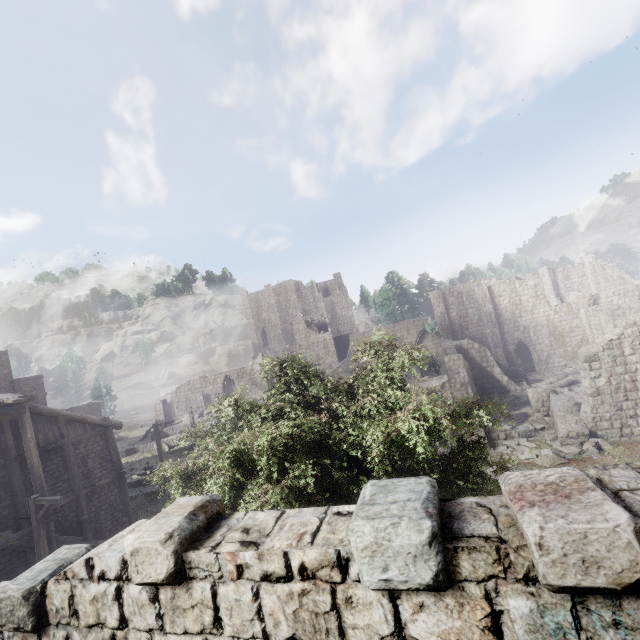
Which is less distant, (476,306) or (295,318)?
(476,306)

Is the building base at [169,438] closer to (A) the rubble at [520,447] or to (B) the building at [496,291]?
(B) the building at [496,291]

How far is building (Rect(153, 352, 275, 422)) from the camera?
42.06m

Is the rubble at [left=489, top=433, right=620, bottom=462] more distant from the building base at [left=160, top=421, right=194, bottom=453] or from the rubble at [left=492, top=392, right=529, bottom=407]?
the building base at [left=160, top=421, right=194, bottom=453]

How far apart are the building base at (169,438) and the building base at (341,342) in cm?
2369

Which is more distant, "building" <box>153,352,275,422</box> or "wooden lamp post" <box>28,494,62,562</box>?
"building" <box>153,352,275,422</box>

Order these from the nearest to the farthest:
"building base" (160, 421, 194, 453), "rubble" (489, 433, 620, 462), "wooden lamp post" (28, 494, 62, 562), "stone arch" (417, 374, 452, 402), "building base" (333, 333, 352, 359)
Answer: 1. "wooden lamp post" (28, 494, 62, 562)
2. "rubble" (489, 433, 620, 462)
3. "stone arch" (417, 374, 452, 402)
4. "building base" (160, 421, 194, 453)
5. "building base" (333, 333, 352, 359)

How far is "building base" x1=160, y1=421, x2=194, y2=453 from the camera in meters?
34.4 m
